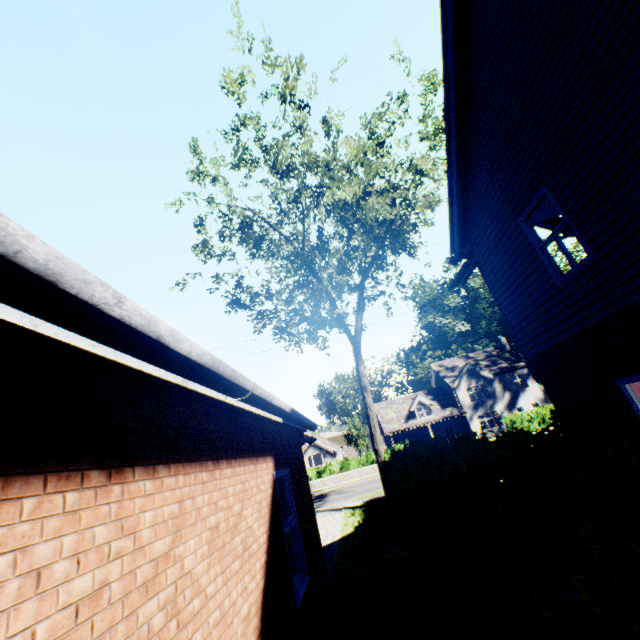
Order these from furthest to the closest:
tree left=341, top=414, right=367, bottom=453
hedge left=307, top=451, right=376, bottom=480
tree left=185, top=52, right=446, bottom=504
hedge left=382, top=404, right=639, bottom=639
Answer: tree left=341, top=414, right=367, bottom=453 → hedge left=307, top=451, right=376, bottom=480 → tree left=185, top=52, right=446, bottom=504 → hedge left=382, top=404, right=639, bottom=639

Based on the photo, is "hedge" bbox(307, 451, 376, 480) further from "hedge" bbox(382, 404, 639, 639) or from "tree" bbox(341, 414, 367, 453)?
"hedge" bbox(382, 404, 639, 639)

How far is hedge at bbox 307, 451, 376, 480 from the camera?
31.1 meters

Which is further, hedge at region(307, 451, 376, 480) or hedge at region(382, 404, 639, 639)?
hedge at region(307, 451, 376, 480)

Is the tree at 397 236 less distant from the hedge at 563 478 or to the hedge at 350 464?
the hedge at 563 478

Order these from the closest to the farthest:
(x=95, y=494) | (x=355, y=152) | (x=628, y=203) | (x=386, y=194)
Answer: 1. (x=95, y=494)
2. (x=628, y=203)
3. (x=355, y=152)
4. (x=386, y=194)

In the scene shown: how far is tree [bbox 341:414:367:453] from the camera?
54.4 meters

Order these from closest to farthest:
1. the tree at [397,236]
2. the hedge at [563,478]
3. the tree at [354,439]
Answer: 1. the hedge at [563,478]
2. the tree at [397,236]
3. the tree at [354,439]
